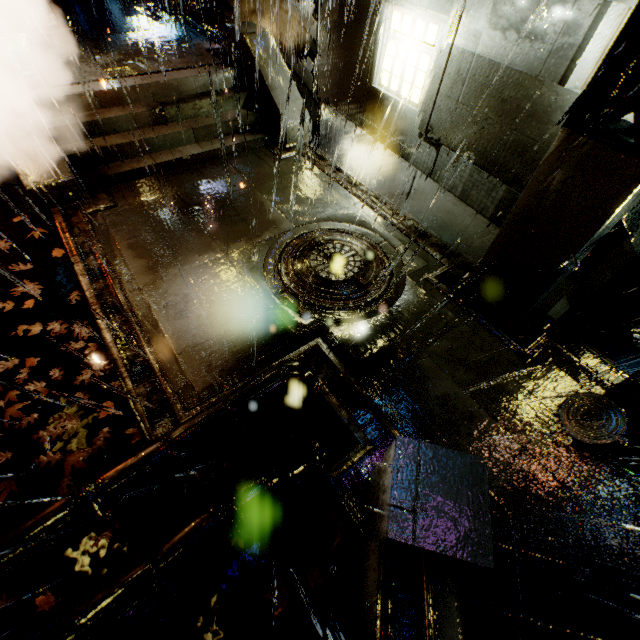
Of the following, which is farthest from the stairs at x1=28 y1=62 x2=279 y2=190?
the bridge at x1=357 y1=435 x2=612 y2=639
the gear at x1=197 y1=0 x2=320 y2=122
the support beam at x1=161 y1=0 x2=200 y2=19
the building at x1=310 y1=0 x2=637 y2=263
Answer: the bridge at x1=357 y1=435 x2=612 y2=639

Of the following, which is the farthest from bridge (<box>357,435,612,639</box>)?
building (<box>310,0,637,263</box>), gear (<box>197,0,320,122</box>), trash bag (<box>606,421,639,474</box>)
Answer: gear (<box>197,0,320,122</box>)

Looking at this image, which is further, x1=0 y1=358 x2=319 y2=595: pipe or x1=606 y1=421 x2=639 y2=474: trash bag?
x1=606 y1=421 x2=639 y2=474: trash bag

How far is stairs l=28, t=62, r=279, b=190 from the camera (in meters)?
7.66

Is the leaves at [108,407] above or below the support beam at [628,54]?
below

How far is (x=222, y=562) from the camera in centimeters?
398cm

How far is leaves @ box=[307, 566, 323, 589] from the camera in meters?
3.9 m

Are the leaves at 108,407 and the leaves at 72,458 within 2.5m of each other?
yes
